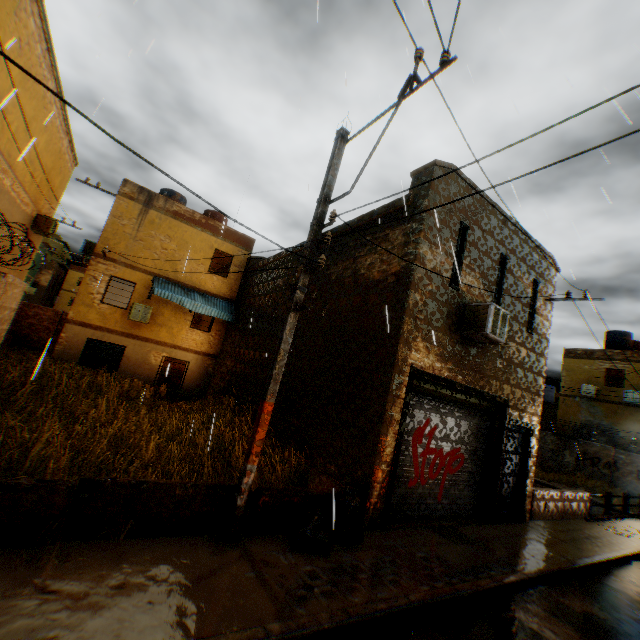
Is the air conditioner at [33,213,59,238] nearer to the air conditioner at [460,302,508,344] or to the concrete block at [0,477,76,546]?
the air conditioner at [460,302,508,344]

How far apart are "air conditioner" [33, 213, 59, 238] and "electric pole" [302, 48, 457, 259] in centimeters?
1612cm

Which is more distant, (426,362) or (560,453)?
(560,453)

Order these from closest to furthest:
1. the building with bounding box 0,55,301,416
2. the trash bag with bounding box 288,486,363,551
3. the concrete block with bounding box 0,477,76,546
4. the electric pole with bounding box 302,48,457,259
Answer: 1. the concrete block with bounding box 0,477,76,546
2. the electric pole with bounding box 302,48,457,259
3. the trash bag with bounding box 288,486,363,551
4. the building with bounding box 0,55,301,416

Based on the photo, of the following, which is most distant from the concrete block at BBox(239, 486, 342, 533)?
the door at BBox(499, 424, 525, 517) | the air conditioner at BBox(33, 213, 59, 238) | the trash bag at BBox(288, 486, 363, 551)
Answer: the air conditioner at BBox(33, 213, 59, 238)

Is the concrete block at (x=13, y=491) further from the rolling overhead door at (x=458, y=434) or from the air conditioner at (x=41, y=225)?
the air conditioner at (x=41, y=225)

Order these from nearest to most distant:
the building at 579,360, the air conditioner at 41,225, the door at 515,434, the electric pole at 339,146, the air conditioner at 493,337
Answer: the electric pole at 339,146 < the building at 579,360 < the air conditioner at 493,337 < the door at 515,434 < the air conditioner at 41,225

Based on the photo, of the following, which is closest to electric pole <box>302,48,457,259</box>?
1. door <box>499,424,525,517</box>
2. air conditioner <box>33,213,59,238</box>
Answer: door <box>499,424,525,517</box>
